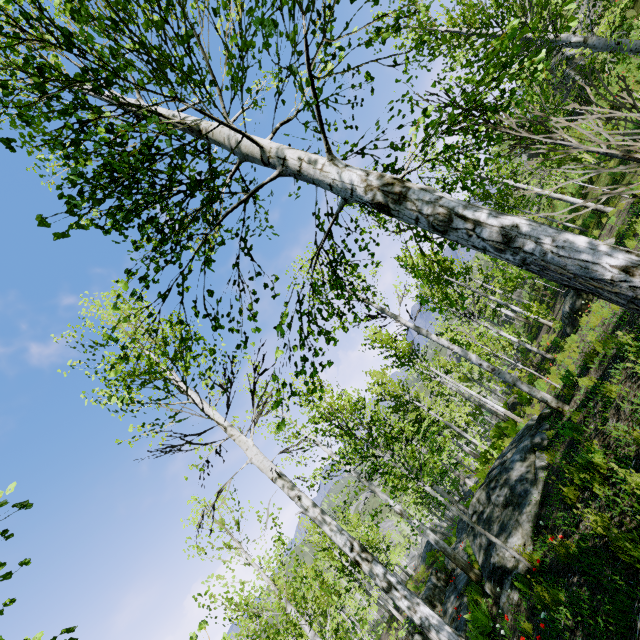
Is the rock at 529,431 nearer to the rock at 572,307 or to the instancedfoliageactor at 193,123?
the instancedfoliageactor at 193,123

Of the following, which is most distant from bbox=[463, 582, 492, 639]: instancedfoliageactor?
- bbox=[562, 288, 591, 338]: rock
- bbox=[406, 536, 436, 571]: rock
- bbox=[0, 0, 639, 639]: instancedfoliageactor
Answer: bbox=[406, 536, 436, 571]: rock

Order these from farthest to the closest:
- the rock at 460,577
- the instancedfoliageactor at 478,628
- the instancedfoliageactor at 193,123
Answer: the rock at 460,577 < the instancedfoliageactor at 478,628 < the instancedfoliageactor at 193,123

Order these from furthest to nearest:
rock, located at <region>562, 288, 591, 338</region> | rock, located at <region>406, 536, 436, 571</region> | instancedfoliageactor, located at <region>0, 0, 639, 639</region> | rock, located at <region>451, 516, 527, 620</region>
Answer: rock, located at <region>406, 536, 436, 571</region>, rock, located at <region>562, 288, 591, 338</region>, rock, located at <region>451, 516, 527, 620</region>, instancedfoliageactor, located at <region>0, 0, 639, 639</region>

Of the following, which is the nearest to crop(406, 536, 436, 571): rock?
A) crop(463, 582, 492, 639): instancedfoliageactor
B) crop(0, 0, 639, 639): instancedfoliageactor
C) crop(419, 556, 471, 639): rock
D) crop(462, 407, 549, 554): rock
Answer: crop(419, 556, 471, 639): rock

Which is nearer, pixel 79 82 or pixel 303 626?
pixel 79 82

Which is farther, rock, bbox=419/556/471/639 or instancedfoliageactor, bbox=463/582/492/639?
rock, bbox=419/556/471/639

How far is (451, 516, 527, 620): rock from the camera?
7.1 meters
